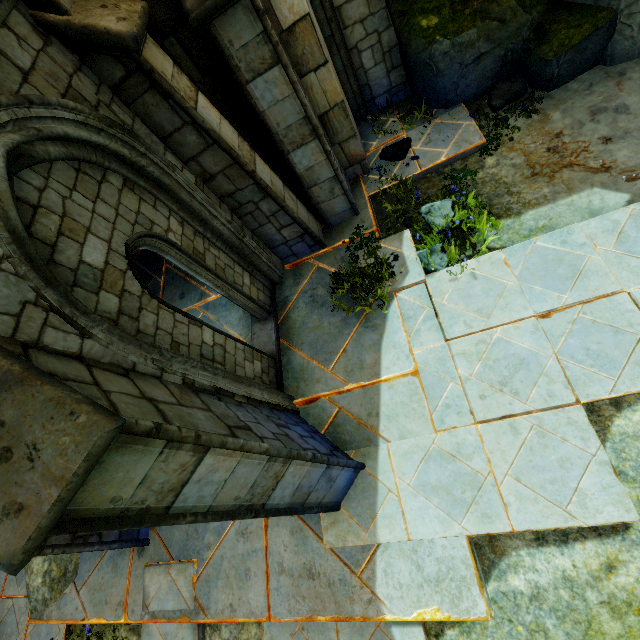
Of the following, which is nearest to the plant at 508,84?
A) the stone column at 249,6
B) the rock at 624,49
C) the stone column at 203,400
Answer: the rock at 624,49

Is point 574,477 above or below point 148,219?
below

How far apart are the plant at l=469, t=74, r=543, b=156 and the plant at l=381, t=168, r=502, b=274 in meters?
1.5 m

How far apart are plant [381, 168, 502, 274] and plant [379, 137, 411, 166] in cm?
123

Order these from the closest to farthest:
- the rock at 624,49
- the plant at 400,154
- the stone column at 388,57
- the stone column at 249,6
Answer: the stone column at 249,6
the rock at 624,49
the stone column at 388,57
the plant at 400,154

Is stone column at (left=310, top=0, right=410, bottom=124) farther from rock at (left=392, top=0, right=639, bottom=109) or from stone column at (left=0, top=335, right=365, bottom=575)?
stone column at (left=0, top=335, right=365, bottom=575)

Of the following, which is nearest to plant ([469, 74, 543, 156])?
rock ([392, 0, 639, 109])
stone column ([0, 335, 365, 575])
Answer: rock ([392, 0, 639, 109])

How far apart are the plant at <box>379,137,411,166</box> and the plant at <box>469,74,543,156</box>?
1.4m
